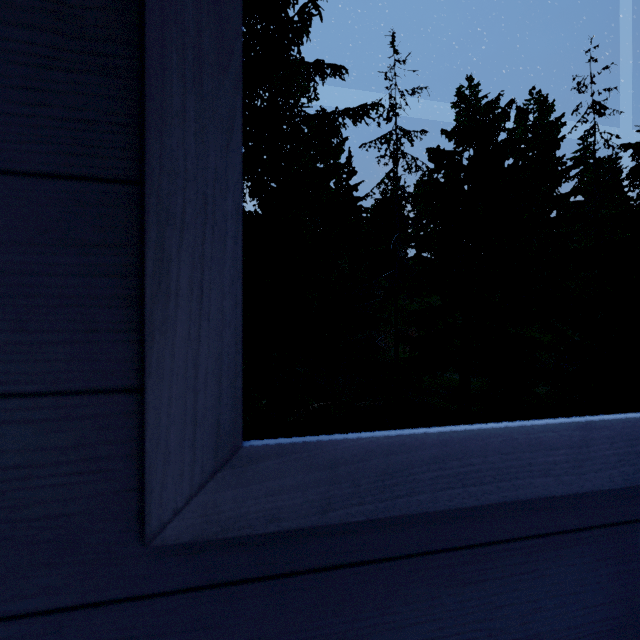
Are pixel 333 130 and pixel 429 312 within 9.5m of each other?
yes
